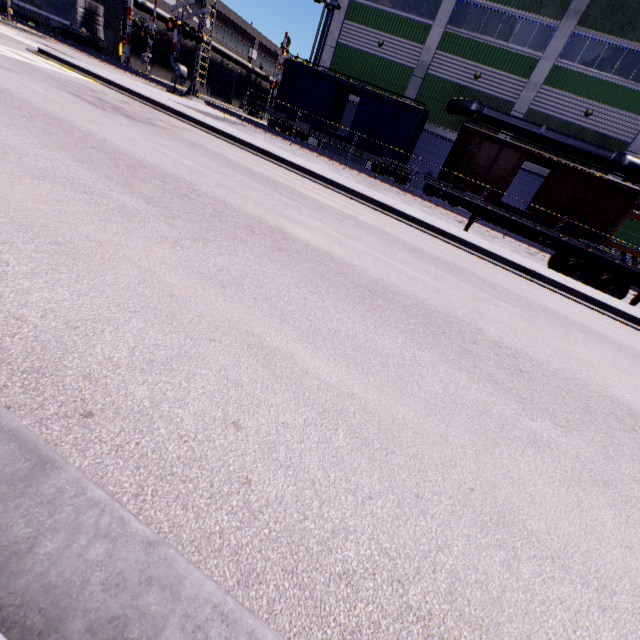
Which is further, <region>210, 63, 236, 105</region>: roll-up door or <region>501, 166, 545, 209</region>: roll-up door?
<region>210, 63, 236, 105</region>: roll-up door

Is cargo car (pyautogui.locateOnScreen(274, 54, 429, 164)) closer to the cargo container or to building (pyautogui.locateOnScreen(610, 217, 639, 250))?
building (pyautogui.locateOnScreen(610, 217, 639, 250))

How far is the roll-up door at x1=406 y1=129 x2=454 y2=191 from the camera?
26.2 meters

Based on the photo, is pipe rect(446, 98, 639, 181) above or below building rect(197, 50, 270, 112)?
above

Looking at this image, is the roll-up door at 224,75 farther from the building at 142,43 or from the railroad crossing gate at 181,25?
the railroad crossing gate at 181,25

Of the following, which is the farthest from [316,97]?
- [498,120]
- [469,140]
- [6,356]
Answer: [6,356]

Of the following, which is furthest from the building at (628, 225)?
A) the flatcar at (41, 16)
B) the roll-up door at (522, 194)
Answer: the flatcar at (41, 16)

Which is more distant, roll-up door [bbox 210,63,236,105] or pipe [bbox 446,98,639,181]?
roll-up door [bbox 210,63,236,105]
